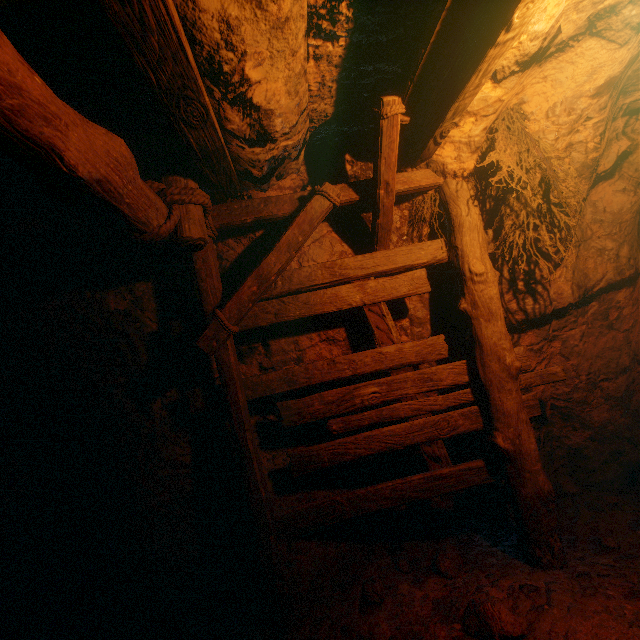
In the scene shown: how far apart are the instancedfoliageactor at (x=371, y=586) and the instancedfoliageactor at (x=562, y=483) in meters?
2.6 m

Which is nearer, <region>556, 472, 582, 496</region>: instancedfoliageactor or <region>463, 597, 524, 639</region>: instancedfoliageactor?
<region>463, 597, 524, 639</region>: instancedfoliageactor

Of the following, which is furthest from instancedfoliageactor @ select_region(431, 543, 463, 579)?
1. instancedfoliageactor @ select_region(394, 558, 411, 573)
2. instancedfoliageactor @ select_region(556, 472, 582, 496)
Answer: instancedfoliageactor @ select_region(556, 472, 582, 496)

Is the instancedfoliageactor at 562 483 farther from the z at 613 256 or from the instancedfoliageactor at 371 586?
the instancedfoliageactor at 371 586

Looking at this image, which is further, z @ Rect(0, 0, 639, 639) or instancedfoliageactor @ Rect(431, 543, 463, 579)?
instancedfoliageactor @ Rect(431, 543, 463, 579)

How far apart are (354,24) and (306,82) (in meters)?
0.50

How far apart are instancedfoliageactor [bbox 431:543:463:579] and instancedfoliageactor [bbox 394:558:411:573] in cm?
25

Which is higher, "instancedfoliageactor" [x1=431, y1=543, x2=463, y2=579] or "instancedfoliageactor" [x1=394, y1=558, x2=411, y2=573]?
"instancedfoliageactor" [x1=431, y1=543, x2=463, y2=579]
